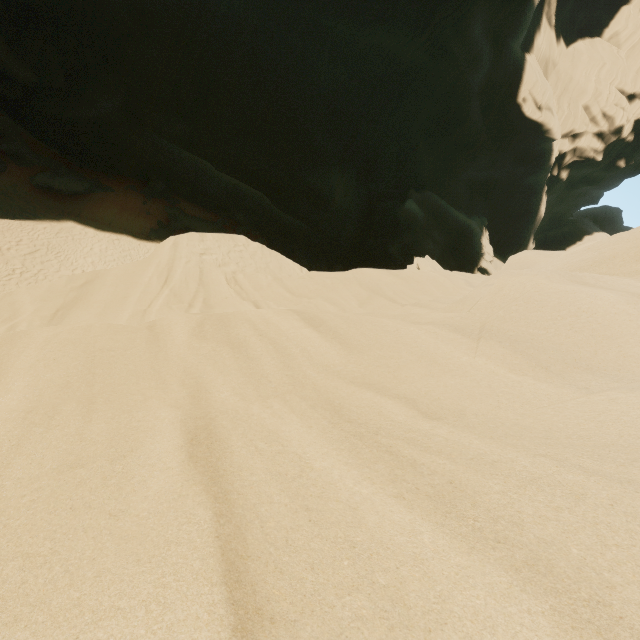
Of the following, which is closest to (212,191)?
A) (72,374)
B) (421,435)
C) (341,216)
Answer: (341,216)
